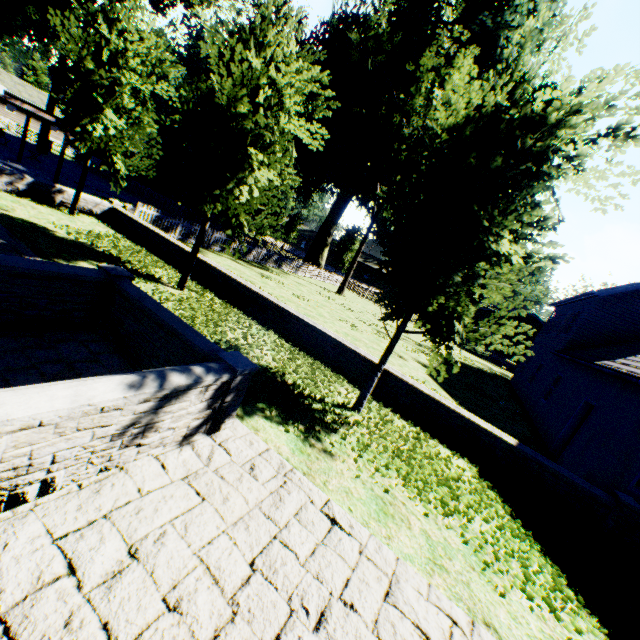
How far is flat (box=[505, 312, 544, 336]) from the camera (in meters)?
35.57

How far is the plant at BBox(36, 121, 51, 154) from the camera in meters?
30.5 m

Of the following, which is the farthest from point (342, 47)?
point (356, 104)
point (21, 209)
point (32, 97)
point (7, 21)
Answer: point (32, 97)

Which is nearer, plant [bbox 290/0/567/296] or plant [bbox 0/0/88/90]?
plant [bbox 290/0/567/296]

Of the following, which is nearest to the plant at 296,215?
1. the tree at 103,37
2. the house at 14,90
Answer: the tree at 103,37

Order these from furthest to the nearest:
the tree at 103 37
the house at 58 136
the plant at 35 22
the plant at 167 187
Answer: the house at 58 136 < the plant at 167 187 < the plant at 35 22 < the tree at 103 37

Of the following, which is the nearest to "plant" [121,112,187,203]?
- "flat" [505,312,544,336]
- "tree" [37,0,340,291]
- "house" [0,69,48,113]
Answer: "tree" [37,0,340,291]

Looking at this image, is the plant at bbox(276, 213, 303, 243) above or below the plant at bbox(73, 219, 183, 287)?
above
